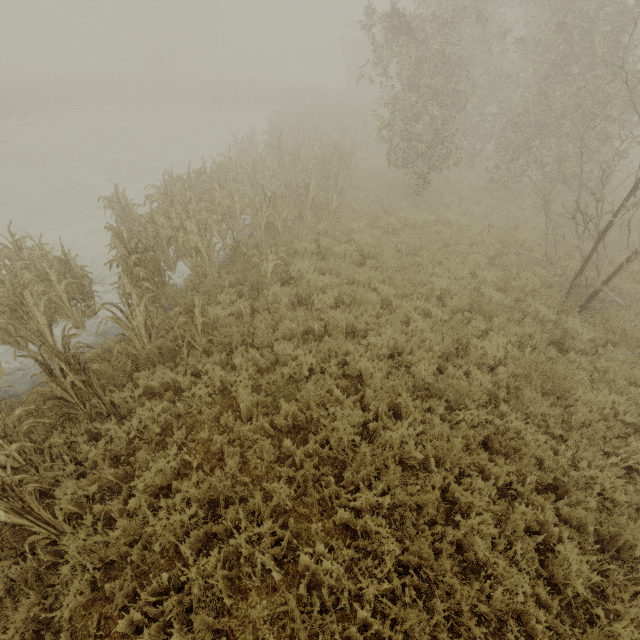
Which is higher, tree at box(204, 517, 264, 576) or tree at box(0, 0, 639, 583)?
tree at box(0, 0, 639, 583)

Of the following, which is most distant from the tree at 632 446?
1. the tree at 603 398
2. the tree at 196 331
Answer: the tree at 603 398

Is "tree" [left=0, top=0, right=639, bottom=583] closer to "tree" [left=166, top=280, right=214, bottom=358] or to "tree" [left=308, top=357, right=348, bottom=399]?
"tree" [left=166, top=280, right=214, bottom=358]

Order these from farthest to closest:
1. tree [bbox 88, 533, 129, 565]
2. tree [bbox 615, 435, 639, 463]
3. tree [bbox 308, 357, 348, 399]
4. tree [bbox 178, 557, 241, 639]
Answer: tree [bbox 308, 357, 348, 399]
tree [bbox 615, 435, 639, 463]
tree [bbox 88, 533, 129, 565]
tree [bbox 178, 557, 241, 639]

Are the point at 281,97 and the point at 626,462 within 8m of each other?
no

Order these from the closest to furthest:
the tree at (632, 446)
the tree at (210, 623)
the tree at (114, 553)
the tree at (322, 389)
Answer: the tree at (210, 623) < the tree at (114, 553) < the tree at (632, 446) < the tree at (322, 389)

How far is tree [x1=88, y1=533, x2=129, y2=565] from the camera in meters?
3.6

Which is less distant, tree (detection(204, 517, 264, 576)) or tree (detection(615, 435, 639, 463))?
tree (detection(204, 517, 264, 576))
